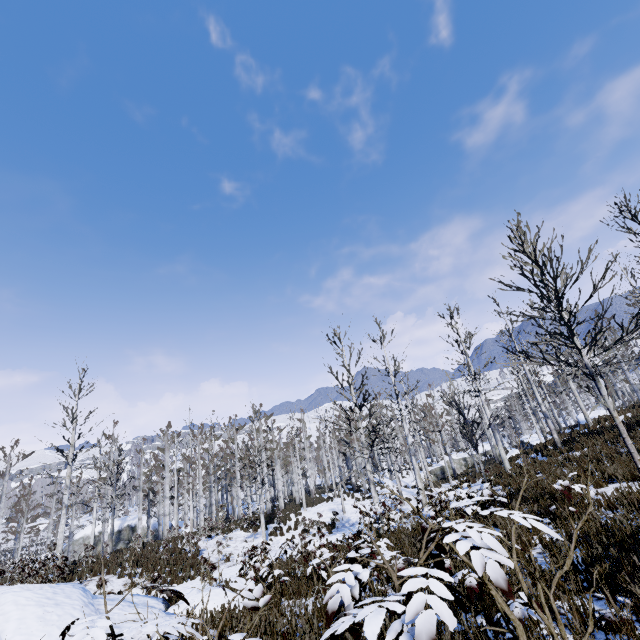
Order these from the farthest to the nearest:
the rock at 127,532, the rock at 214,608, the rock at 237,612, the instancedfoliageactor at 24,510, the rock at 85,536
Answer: the rock at 127,532
the rock at 85,536
the rock at 214,608
the rock at 237,612
the instancedfoliageactor at 24,510

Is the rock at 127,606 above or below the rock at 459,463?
above

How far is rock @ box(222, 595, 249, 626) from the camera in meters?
5.7 m

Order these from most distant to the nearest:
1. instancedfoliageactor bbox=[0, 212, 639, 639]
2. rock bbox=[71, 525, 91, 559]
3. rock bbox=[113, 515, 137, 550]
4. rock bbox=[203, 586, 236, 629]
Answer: rock bbox=[113, 515, 137, 550] → rock bbox=[71, 525, 91, 559] → rock bbox=[203, 586, 236, 629] → instancedfoliageactor bbox=[0, 212, 639, 639]

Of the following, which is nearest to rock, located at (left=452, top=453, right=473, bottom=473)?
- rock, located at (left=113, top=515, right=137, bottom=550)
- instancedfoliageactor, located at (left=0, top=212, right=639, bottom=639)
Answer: instancedfoliageactor, located at (left=0, top=212, right=639, bottom=639)

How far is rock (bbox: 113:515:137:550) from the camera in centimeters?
3441cm

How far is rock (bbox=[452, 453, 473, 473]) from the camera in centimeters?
3581cm

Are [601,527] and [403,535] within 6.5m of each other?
yes
